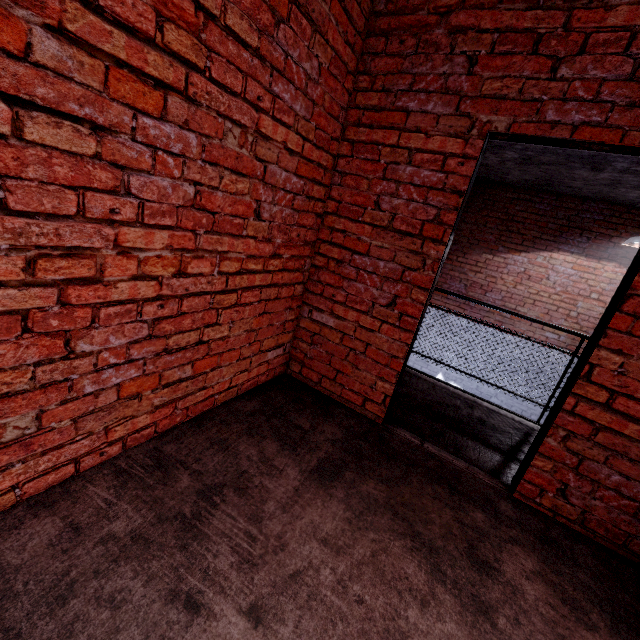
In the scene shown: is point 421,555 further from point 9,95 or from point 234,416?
point 9,95
